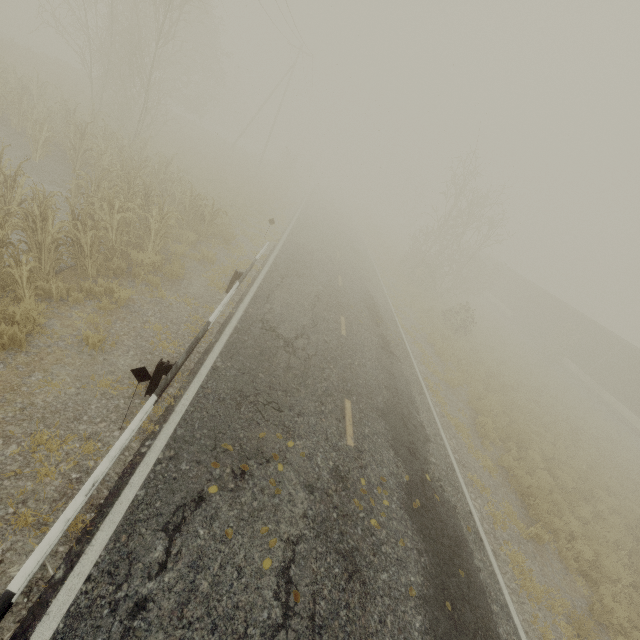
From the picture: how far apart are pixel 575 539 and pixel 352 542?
8.52m

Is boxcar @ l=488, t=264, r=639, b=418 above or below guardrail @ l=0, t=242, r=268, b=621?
above

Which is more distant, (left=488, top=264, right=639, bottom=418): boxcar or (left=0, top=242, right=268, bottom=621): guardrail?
(left=488, top=264, right=639, bottom=418): boxcar

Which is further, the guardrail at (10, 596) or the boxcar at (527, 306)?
the boxcar at (527, 306)

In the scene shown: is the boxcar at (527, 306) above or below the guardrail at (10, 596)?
above
